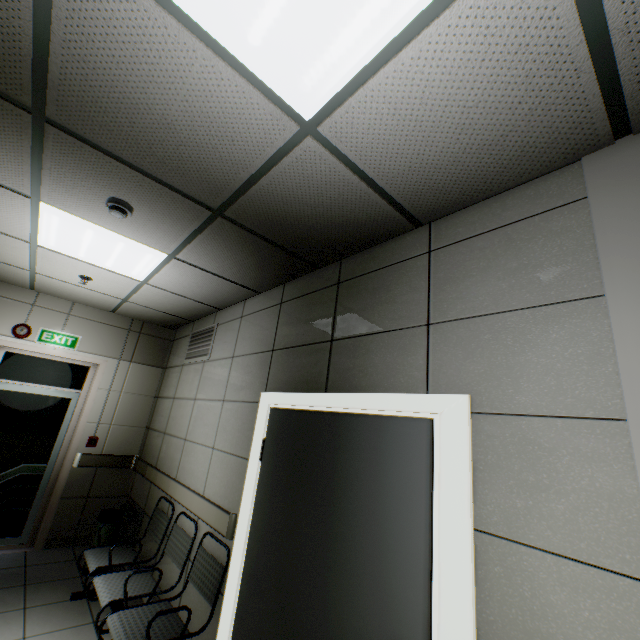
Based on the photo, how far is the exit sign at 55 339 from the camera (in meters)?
4.56

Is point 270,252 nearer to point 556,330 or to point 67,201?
point 67,201

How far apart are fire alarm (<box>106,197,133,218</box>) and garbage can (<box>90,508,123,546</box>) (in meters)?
3.71

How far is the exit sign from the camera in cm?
456

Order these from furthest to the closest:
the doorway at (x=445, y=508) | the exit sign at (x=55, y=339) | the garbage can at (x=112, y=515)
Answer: the exit sign at (x=55, y=339), the garbage can at (x=112, y=515), the doorway at (x=445, y=508)

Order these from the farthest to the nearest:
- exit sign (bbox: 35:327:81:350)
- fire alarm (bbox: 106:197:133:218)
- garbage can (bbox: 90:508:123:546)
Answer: exit sign (bbox: 35:327:81:350) < garbage can (bbox: 90:508:123:546) < fire alarm (bbox: 106:197:133:218)

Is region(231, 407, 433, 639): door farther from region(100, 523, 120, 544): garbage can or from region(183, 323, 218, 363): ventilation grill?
region(100, 523, 120, 544): garbage can

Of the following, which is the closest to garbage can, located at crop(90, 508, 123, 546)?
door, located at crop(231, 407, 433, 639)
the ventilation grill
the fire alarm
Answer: the ventilation grill
